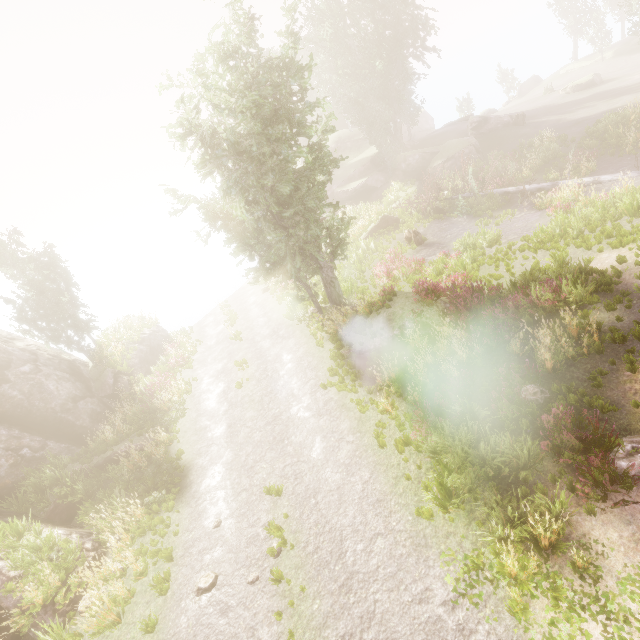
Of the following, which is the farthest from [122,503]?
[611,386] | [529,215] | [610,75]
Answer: [610,75]

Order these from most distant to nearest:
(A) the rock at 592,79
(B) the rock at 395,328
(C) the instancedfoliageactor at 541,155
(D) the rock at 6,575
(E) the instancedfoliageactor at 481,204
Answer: (A) the rock at 592,79, (C) the instancedfoliageactor at 541,155, (E) the instancedfoliageactor at 481,204, (B) the rock at 395,328, (D) the rock at 6,575

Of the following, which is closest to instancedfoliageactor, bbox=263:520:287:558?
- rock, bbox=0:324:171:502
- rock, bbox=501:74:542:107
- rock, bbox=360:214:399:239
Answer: rock, bbox=0:324:171:502

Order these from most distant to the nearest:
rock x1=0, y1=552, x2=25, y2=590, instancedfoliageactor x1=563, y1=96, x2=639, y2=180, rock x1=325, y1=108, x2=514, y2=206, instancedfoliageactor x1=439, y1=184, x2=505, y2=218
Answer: rock x1=325, y1=108, x2=514, y2=206, instancedfoliageactor x1=439, y1=184, x2=505, y2=218, instancedfoliageactor x1=563, y1=96, x2=639, y2=180, rock x1=0, y1=552, x2=25, y2=590

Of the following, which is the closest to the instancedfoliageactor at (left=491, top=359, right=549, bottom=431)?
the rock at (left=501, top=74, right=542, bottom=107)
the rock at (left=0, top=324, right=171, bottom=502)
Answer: the rock at (left=0, top=324, right=171, bottom=502)

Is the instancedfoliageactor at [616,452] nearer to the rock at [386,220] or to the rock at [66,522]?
the rock at [66,522]

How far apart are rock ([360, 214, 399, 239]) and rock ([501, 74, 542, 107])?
49.3 meters

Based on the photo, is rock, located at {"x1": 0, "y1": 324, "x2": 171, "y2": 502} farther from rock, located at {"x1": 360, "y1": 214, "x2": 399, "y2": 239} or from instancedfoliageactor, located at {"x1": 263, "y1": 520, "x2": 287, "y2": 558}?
rock, located at {"x1": 360, "y1": 214, "x2": 399, "y2": 239}
